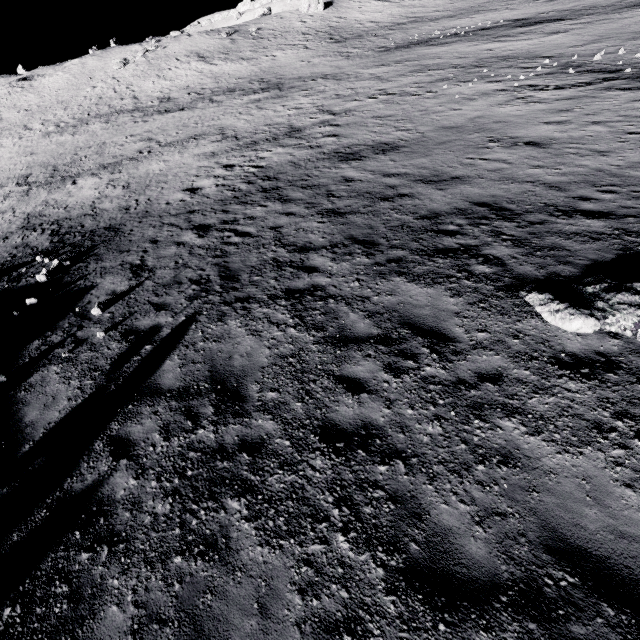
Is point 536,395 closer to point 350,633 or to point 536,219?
point 350,633

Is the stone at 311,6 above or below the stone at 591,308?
above

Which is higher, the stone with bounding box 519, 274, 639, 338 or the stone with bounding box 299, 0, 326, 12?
the stone with bounding box 299, 0, 326, 12

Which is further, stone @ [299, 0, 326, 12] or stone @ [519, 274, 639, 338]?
stone @ [299, 0, 326, 12]

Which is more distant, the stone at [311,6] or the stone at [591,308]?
the stone at [311,6]
